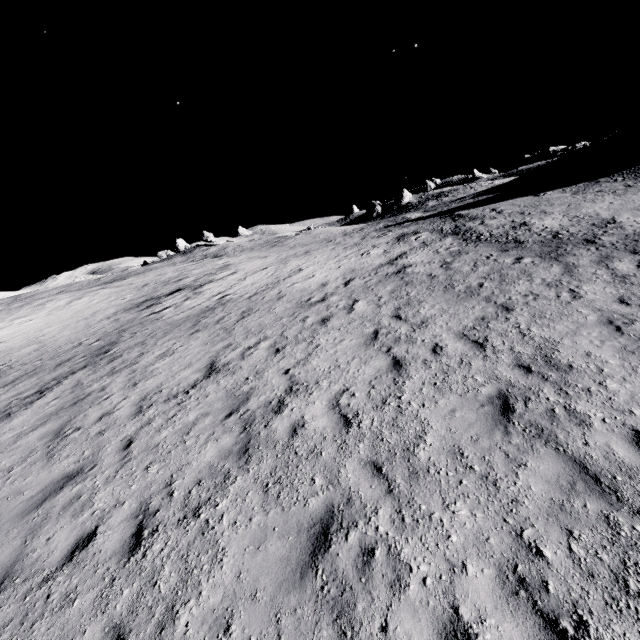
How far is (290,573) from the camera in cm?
433
